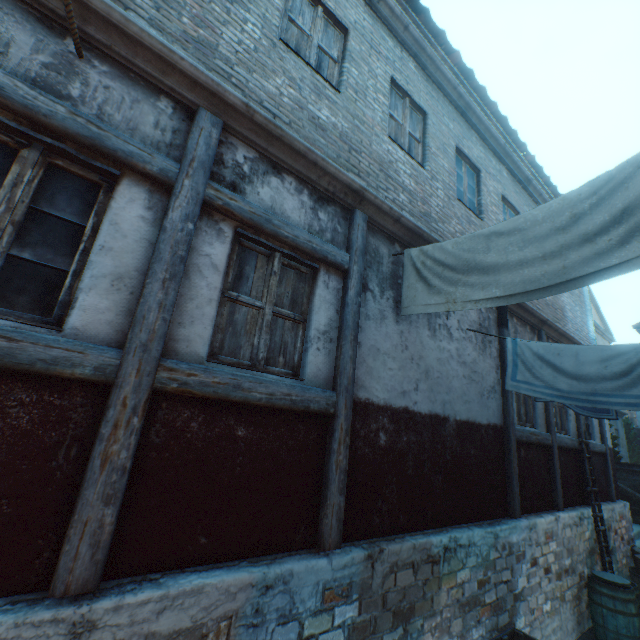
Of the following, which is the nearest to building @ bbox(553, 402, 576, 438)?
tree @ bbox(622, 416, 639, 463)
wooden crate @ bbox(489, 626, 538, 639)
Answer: wooden crate @ bbox(489, 626, 538, 639)

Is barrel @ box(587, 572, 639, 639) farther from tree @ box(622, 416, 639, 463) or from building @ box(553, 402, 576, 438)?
tree @ box(622, 416, 639, 463)

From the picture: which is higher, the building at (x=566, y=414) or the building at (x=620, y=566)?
the building at (x=566, y=414)

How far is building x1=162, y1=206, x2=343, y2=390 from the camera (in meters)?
2.70

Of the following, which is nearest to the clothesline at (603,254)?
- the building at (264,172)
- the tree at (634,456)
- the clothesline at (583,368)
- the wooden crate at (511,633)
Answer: the building at (264,172)

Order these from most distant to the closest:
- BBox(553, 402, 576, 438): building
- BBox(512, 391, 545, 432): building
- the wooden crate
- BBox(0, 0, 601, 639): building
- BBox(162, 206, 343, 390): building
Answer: BBox(553, 402, 576, 438): building → BBox(512, 391, 545, 432): building → the wooden crate → BBox(162, 206, 343, 390): building → BBox(0, 0, 601, 639): building

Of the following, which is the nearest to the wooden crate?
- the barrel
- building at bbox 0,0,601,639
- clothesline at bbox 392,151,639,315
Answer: building at bbox 0,0,601,639

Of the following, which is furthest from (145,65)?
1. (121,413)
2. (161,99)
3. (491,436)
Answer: (491,436)
